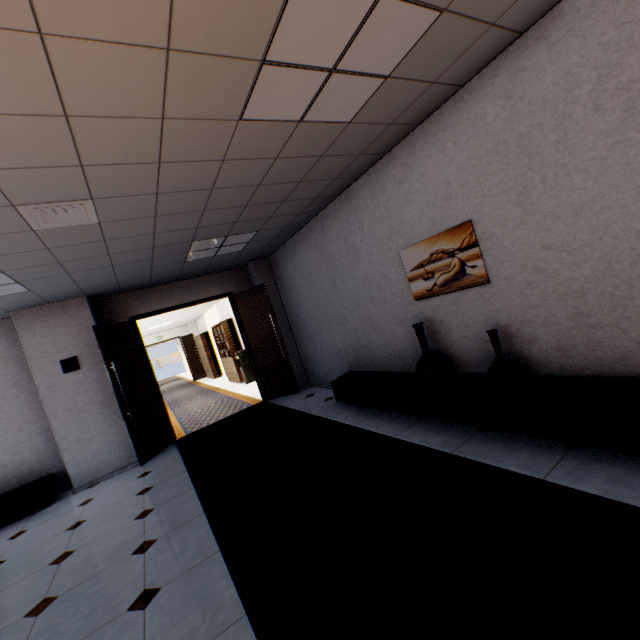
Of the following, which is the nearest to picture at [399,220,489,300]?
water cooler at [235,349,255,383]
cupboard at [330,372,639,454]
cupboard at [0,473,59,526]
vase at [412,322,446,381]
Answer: vase at [412,322,446,381]

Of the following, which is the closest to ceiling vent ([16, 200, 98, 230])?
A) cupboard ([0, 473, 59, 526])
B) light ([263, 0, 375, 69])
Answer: light ([263, 0, 375, 69])

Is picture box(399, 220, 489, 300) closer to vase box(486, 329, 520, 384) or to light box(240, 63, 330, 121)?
vase box(486, 329, 520, 384)

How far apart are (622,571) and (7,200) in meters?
4.2 m

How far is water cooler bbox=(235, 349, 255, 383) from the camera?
10.3 meters

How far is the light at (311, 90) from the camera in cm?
195

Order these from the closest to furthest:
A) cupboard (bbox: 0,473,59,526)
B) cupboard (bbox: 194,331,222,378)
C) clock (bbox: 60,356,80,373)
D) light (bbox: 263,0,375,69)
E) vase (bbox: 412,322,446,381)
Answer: light (bbox: 263,0,375,69)
vase (bbox: 412,322,446,381)
cupboard (bbox: 0,473,59,526)
clock (bbox: 60,356,80,373)
cupboard (bbox: 194,331,222,378)

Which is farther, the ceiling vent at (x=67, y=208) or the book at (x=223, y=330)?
the book at (x=223, y=330)
